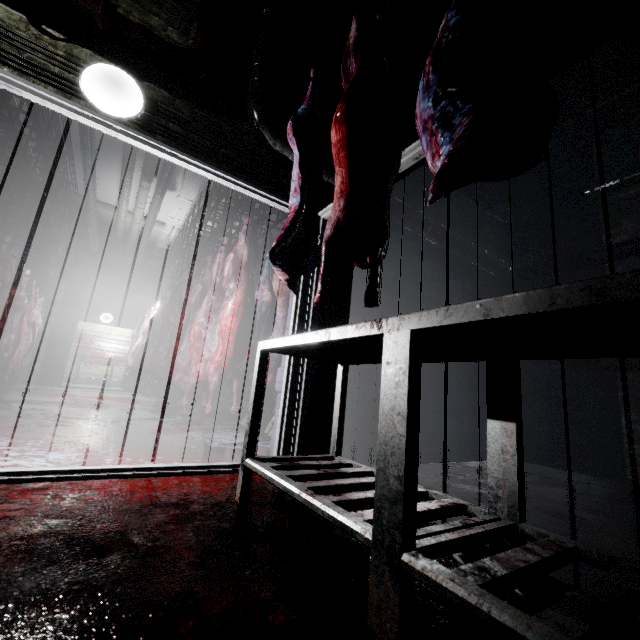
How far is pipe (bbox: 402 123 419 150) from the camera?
3.2m

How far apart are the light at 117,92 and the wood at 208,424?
2.9 meters

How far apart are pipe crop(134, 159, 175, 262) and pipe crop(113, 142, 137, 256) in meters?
0.4 m

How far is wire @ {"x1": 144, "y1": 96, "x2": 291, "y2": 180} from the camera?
2.04m

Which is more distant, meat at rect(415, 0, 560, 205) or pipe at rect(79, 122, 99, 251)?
pipe at rect(79, 122, 99, 251)

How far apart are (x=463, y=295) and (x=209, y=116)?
3.1 meters

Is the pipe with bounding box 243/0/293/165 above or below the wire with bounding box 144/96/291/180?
above

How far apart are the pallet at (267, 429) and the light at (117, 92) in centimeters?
248cm
